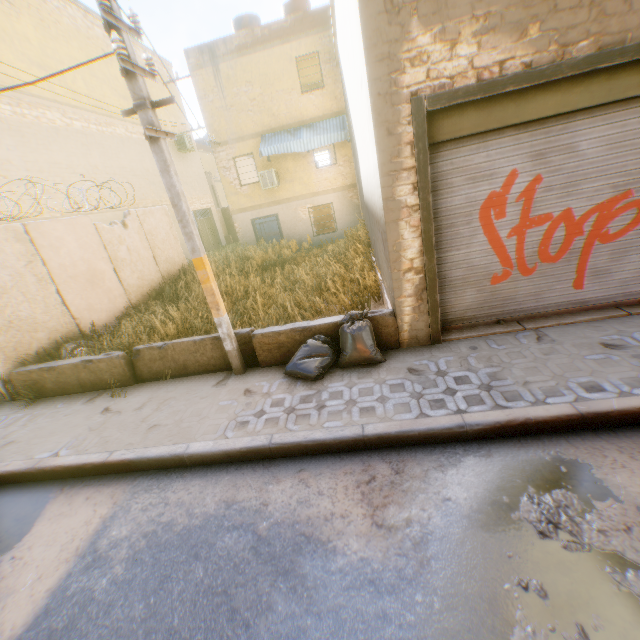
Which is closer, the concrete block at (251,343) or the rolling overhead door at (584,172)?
the rolling overhead door at (584,172)

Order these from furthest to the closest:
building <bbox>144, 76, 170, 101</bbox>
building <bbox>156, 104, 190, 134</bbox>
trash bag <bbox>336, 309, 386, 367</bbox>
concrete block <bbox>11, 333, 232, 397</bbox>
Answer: building <bbox>156, 104, 190, 134</bbox>, building <bbox>144, 76, 170, 101</bbox>, concrete block <bbox>11, 333, 232, 397</bbox>, trash bag <bbox>336, 309, 386, 367</bbox>

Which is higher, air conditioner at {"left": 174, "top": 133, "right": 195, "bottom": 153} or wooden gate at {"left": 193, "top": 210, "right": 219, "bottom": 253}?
air conditioner at {"left": 174, "top": 133, "right": 195, "bottom": 153}

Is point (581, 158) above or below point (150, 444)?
above

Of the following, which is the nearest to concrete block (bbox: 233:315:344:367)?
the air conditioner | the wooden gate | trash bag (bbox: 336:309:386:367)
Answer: trash bag (bbox: 336:309:386:367)

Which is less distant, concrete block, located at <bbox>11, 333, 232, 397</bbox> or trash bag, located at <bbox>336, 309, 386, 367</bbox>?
trash bag, located at <bbox>336, 309, 386, 367</bbox>

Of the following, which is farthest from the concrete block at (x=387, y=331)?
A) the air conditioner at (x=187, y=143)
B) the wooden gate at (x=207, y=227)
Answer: the air conditioner at (x=187, y=143)

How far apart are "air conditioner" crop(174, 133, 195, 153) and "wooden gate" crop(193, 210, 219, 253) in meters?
3.2 m
